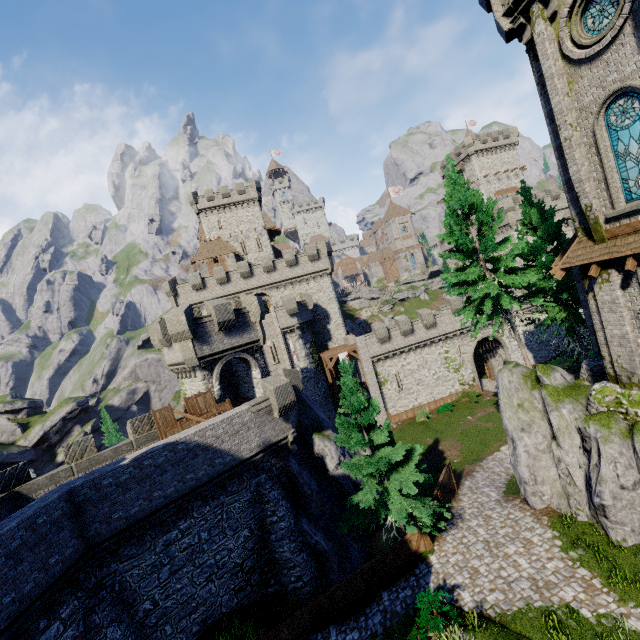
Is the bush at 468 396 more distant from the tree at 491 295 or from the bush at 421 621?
the bush at 421 621

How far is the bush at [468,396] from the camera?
36.9m

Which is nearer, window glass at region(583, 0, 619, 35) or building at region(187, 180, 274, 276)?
window glass at region(583, 0, 619, 35)

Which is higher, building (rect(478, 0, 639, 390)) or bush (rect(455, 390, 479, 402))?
building (rect(478, 0, 639, 390))

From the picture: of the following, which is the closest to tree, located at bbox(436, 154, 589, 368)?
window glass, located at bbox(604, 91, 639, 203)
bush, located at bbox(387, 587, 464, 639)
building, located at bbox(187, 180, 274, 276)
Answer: window glass, located at bbox(604, 91, 639, 203)

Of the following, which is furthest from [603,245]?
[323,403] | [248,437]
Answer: [323,403]

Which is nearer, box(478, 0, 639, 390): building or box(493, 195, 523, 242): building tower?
box(478, 0, 639, 390): building

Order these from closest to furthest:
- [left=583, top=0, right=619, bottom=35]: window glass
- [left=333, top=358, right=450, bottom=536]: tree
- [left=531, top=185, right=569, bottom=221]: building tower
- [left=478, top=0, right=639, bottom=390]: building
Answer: [left=583, top=0, right=619, bottom=35]: window glass
[left=478, top=0, right=639, bottom=390]: building
[left=333, top=358, right=450, bottom=536]: tree
[left=531, top=185, right=569, bottom=221]: building tower
